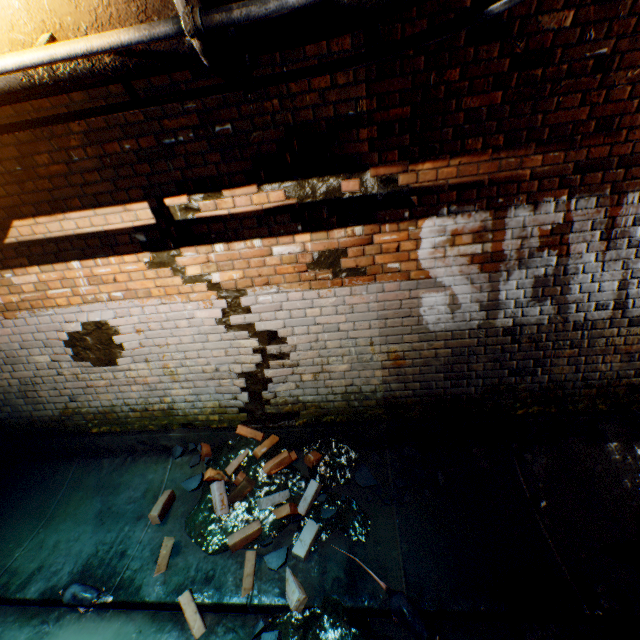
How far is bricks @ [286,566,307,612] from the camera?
2.5m

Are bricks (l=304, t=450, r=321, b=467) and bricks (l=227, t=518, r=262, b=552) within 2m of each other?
yes

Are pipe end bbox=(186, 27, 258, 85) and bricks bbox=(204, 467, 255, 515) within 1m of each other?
no

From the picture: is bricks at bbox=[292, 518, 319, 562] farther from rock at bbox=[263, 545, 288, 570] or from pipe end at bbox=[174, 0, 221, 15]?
pipe end at bbox=[174, 0, 221, 15]

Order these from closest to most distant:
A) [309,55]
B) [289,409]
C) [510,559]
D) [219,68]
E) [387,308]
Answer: [219,68] < [309,55] < [510,559] < [387,308] < [289,409]

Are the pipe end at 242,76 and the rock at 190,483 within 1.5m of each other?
no

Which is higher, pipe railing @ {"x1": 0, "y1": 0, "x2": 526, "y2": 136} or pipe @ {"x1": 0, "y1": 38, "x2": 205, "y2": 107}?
pipe @ {"x1": 0, "y1": 38, "x2": 205, "y2": 107}

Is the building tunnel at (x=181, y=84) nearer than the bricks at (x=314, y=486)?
Yes
